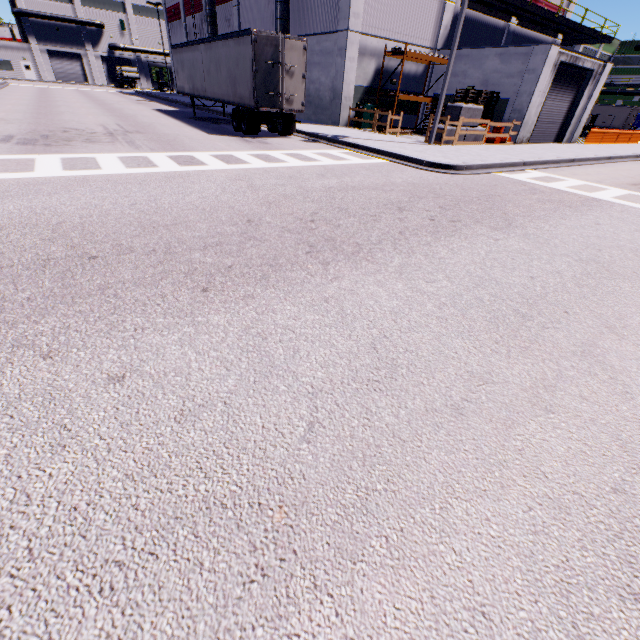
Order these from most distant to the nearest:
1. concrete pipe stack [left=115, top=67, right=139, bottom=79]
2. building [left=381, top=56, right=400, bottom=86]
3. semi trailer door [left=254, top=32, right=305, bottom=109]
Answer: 1. concrete pipe stack [left=115, top=67, right=139, bottom=79]
2. building [left=381, top=56, right=400, bottom=86]
3. semi trailer door [left=254, top=32, right=305, bottom=109]

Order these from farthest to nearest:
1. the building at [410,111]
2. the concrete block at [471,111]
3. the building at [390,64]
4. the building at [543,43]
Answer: the building at [410,111], the building at [390,64], the building at [543,43], the concrete block at [471,111]

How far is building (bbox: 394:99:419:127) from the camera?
23.9 meters

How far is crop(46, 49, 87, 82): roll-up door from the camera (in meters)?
56.38

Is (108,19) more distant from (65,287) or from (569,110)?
(65,287)

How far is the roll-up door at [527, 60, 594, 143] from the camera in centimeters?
2039cm

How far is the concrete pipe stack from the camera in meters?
53.7 m

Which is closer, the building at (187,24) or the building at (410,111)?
the building at (410,111)
